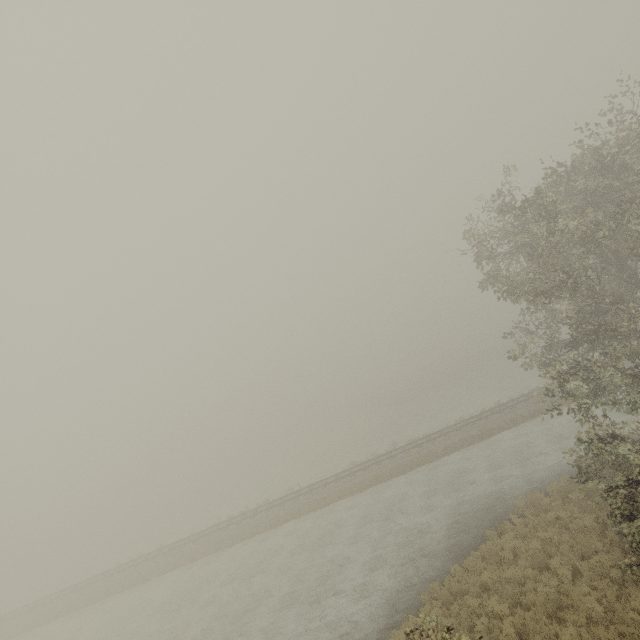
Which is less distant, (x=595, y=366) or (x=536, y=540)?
(x=595, y=366)
